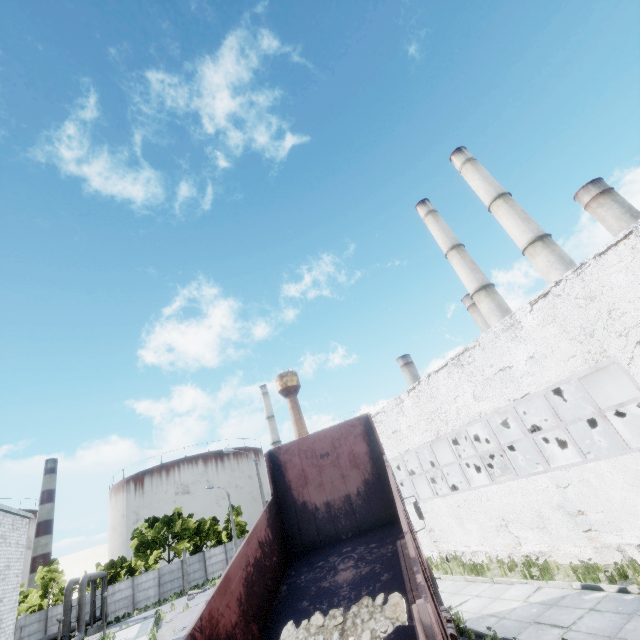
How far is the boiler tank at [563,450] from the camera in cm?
1631

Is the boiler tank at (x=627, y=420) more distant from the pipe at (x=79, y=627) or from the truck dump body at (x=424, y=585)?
the pipe at (x=79, y=627)

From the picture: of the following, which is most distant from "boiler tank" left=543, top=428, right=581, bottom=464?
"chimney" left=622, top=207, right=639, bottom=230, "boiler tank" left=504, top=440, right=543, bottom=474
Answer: "chimney" left=622, top=207, right=639, bottom=230

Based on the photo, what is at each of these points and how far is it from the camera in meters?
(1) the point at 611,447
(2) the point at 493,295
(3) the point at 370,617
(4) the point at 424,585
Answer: (1) boiler tank, 14.9 m
(2) chimney, 33.7 m
(3) concrete debris, 5.0 m
(4) truck dump body, 3.4 m

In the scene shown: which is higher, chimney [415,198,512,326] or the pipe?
chimney [415,198,512,326]

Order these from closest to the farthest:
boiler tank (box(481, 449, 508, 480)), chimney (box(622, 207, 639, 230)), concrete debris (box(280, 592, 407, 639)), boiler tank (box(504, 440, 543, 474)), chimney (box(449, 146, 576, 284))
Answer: concrete debris (box(280, 592, 407, 639))
boiler tank (box(481, 449, 508, 480))
boiler tank (box(504, 440, 543, 474))
chimney (box(449, 146, 576, 284))
chimney (box(622, 207, 639, 230))

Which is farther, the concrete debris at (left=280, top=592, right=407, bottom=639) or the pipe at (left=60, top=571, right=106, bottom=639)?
the pipe at (left=60, top=571, right=106, bottom=639)

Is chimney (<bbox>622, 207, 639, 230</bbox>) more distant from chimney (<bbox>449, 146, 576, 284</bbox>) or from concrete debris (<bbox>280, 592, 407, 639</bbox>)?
concrete debris (<bbox>280, 592, 407, 639</bbox>)
